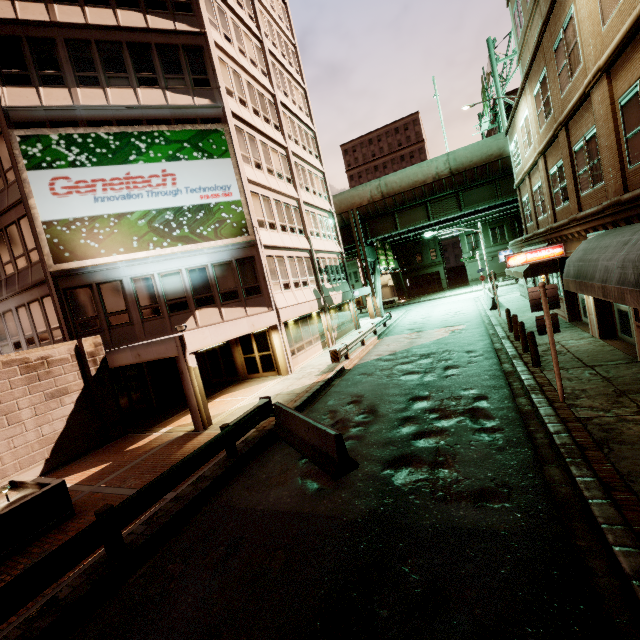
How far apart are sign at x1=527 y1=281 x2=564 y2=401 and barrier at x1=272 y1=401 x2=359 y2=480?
5.39m

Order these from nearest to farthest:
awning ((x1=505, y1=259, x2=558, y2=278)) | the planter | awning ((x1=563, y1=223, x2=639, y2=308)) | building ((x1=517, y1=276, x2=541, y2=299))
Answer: awning ((x1=563, y1=223, x2=639, y2=308)) < the planter < awning ((x1=505, y1=259, x2=558, y2=278)) < building ((x1=517, y1=276, x2=541, y2=299))

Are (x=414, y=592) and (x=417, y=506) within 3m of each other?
yes

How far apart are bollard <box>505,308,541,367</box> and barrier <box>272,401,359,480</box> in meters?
8.9

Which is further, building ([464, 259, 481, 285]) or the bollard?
building ([464, 259, 481, 285])

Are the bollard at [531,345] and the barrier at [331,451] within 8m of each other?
no

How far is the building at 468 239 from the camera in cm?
5050

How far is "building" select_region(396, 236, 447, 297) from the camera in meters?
54.3
